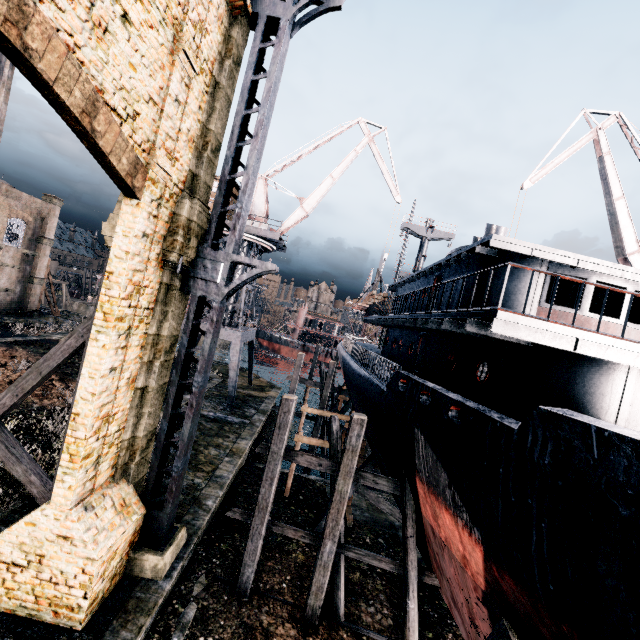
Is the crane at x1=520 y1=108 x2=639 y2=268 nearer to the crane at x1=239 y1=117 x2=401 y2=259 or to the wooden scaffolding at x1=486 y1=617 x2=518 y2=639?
the crane at x1=239 y1=117 x2=401 y2=259

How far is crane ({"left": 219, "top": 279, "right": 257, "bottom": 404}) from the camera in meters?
27.0 m

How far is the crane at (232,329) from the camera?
27.0 meters

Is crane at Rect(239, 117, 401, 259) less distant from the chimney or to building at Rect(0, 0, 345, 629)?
the chimney

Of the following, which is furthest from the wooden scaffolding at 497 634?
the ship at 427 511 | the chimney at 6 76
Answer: the chimney at 6 76

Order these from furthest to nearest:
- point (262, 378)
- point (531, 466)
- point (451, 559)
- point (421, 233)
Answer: point (421, 233)
point (262, 378)
point (451, 559)
point (531, 466)

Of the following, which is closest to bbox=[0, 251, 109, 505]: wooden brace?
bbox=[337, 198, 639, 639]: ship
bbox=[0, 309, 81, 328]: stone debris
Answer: bbox=[337, 198, 639, 639]: ship

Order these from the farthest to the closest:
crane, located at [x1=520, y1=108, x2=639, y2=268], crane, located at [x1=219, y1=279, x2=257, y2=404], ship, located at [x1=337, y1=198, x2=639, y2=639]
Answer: crane, located at [x1=219, y1=279, x2=257, y2=404]
crane, located at [x1=520, y1=108, x2=639, y2=268]
ship, located at [x1=337, y1=198, x2=639, y2=639]
